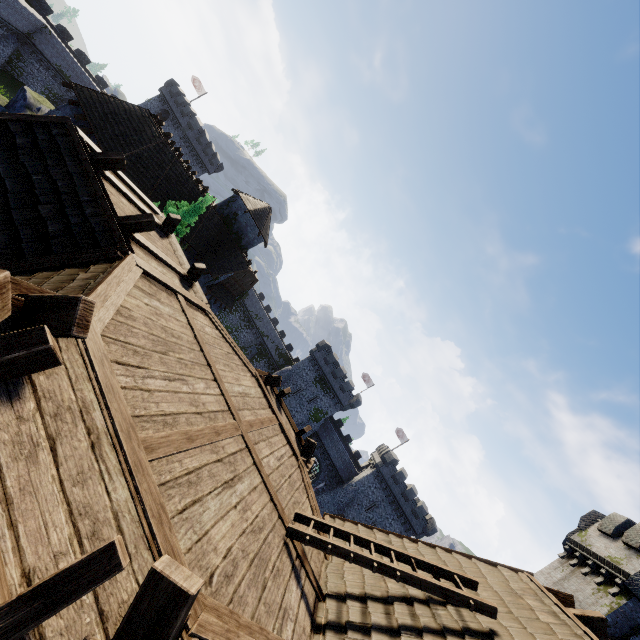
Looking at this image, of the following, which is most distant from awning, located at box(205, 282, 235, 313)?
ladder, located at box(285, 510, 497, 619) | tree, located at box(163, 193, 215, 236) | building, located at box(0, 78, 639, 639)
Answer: ladder, located at box(285, 510, 497, 619)

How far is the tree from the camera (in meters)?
20.70

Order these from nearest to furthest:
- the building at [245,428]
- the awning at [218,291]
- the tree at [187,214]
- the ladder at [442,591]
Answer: the building at [245,428] < the ladder at [442,591] < the tree at [187,214] < the awning at [218,291]

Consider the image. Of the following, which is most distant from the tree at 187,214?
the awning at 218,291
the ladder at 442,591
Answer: the ladder at 442,591

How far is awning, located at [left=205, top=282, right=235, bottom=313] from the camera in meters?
29.7

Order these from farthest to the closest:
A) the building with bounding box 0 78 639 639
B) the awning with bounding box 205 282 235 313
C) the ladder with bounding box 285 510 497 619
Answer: the awning with bounding box 205 282 235 313, the ladder with bounding box 285 510 497 619, the building with bounding box 0 78 639 639

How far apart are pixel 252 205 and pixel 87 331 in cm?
3199

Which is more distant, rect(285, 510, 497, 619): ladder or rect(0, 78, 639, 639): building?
rect(285, 510, 497, 619): ladder
